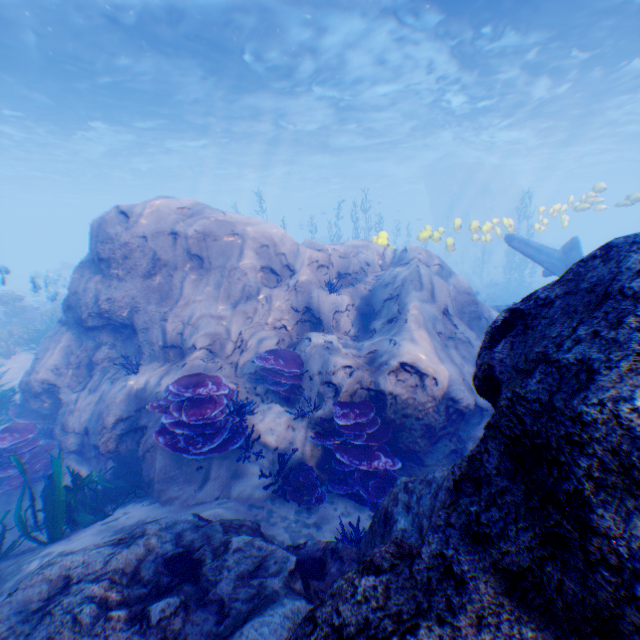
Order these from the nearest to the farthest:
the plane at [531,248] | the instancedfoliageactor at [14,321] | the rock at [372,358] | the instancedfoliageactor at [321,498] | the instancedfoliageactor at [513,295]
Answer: the rock at [372,358]
the instancedfoliageactor at [321,498]
the plane at [531,248]
the instancedfoliageactor at [14,321]
the instancedfoliageactor at [513,295]

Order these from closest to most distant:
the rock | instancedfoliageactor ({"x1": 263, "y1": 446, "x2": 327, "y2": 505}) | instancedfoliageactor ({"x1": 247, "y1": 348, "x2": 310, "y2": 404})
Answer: the rock, instancedfoliageactor ({"x1": 263, "y1": 446, "x2": 327, "y2": 505}), instancedfoliageactor ({"x1": 247, "y1": 348, "x2": 310, "y2": 404})

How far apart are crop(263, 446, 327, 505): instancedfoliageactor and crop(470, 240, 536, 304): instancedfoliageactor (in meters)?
28.90

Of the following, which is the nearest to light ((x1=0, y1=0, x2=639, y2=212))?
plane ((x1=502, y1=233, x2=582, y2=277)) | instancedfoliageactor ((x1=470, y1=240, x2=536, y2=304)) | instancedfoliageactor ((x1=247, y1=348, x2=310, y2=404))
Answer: plane ((x1=502, y1=233, x2=582, y2=277))

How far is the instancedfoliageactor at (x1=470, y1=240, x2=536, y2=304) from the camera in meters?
26.0 m

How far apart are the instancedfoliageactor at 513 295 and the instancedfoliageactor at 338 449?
27.4m

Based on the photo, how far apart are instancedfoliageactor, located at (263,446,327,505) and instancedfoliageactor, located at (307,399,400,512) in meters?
0.2 m

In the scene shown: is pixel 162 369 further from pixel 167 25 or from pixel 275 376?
pixel 167 25
